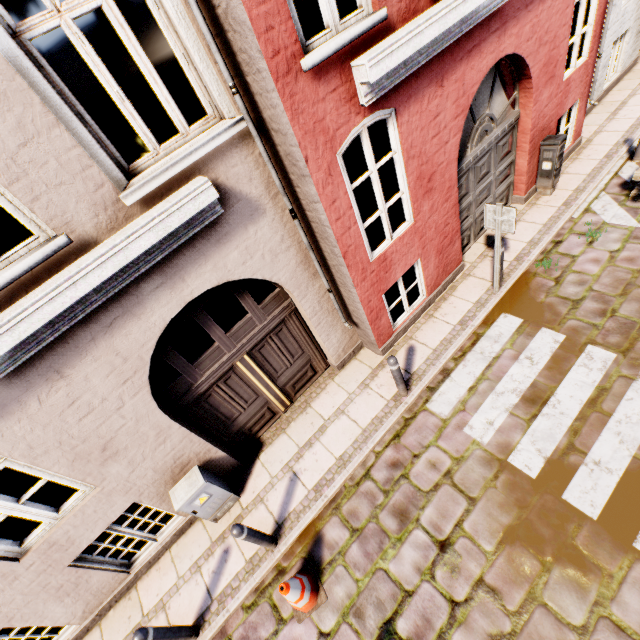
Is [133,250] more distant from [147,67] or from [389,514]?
[389,514]

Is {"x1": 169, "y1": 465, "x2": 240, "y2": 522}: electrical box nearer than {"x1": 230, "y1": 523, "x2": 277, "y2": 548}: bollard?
No

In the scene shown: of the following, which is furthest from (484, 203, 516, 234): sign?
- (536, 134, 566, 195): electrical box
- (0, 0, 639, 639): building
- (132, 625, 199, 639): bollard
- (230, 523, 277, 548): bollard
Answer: (132, 625, 199, 639): bollard

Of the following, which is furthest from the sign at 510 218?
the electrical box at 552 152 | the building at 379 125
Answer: the electrical box at 552 152

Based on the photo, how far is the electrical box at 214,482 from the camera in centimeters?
475cm

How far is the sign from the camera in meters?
5.0

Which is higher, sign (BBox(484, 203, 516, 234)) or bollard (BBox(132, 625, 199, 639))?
sign (BBox(484, 203, 516, 234))

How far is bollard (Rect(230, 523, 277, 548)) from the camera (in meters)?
4.12
